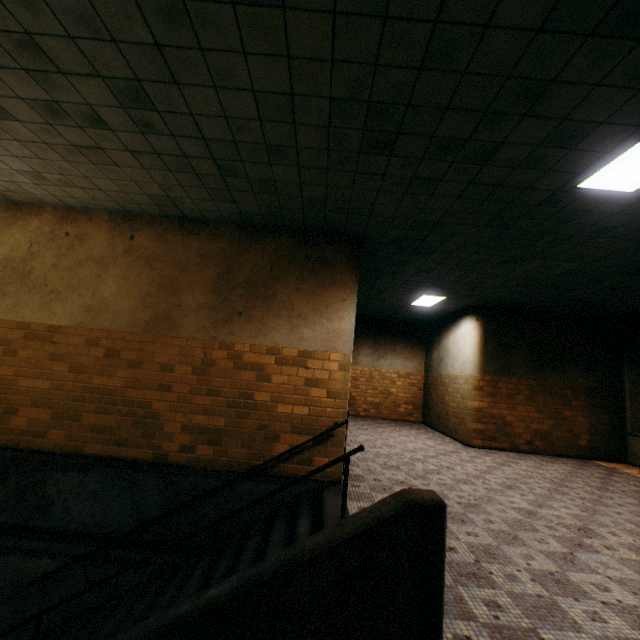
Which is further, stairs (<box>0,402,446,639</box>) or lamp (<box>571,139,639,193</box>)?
lamp (<box>571,139,639,193</box>)

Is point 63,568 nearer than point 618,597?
No

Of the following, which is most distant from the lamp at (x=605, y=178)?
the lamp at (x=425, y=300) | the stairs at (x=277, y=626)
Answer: the lamp at (x=425, y=300)

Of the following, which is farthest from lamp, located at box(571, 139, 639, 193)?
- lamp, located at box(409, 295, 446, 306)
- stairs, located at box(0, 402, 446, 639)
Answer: lamp, located at box(409, 295, 446, 306)

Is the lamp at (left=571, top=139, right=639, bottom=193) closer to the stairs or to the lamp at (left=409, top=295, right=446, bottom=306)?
the stairs

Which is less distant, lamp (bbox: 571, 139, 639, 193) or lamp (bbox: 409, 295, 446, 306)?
lamp (bbox: 571, 139, 639, 193)

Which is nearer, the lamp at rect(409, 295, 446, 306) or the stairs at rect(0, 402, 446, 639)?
the stairs at rect(0, 402, 446, 639)

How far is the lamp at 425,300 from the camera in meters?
8.9
